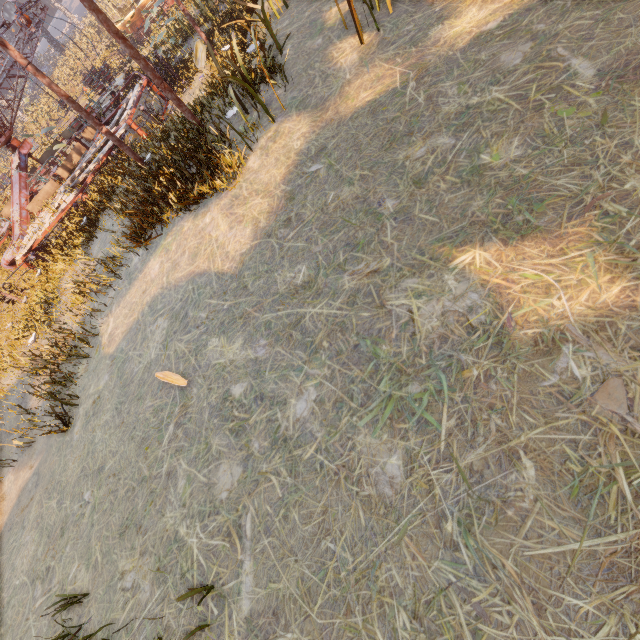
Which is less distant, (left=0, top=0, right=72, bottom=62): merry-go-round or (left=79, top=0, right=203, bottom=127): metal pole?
(left=79, top=0, right=203, bottom=127): metal pole

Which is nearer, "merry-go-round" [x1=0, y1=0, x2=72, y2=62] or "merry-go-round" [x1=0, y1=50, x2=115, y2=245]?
"merry-go-round" [x1=0, y1=0, x2=72, y2=62]

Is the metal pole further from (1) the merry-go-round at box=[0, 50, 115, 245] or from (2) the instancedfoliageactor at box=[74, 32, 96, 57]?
(2) the instancedfoliageactor at box=[74, 32, 96, 57]

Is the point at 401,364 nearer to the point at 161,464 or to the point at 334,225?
the point at 334,225

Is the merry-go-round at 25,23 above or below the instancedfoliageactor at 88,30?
above

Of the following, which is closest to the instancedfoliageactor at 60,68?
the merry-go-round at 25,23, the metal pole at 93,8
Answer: the merry-go-round at 25,23

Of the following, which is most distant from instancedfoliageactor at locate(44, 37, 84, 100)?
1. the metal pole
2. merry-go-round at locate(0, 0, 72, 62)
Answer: the metal pole

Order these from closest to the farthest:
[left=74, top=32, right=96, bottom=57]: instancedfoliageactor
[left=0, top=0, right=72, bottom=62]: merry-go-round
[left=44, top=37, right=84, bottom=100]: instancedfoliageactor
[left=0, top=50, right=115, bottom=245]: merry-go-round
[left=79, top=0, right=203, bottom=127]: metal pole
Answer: [left=79, top=0, right=203, bottom=127]: metal pole
[left=0, top=0, right=72, bottom=62]: merry-go-round
[left=0, top=50, right=115, bottom=245]: merry-go-round
[left=44, top=37, right=84, bottom=100]: instancedfoliageactor
[left=74, top=32, right=96, bottom=57]: instancedfoliageactor
